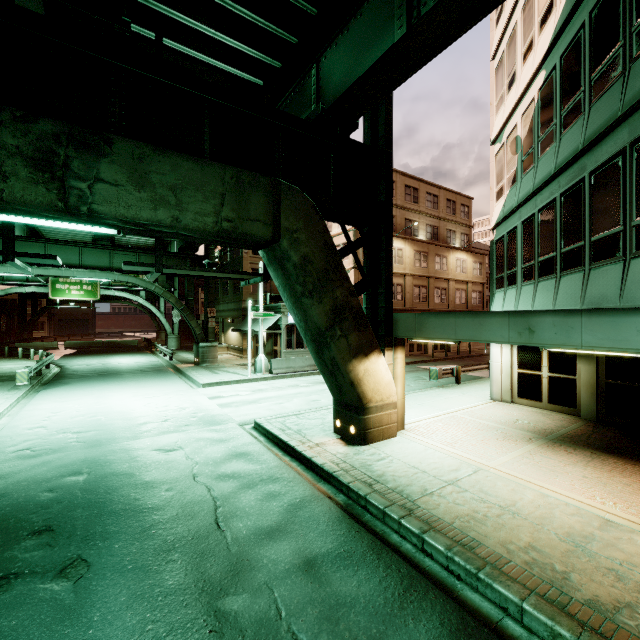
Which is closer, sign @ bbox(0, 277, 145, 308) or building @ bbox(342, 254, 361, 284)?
building @ bbox(342, 254, 361, 284)

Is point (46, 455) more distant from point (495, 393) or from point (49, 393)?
point (495, 393)

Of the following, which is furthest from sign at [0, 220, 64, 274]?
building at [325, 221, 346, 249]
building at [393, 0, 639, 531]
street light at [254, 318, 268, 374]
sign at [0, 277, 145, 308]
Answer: sign at [0, 277, 145, 308]

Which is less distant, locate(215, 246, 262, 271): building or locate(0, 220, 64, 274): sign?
locate(0, 220, 64, 274): sign

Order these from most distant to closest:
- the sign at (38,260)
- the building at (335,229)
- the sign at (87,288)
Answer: the sign at (87,288)
the building at (335,229)
the sign at (38,260)

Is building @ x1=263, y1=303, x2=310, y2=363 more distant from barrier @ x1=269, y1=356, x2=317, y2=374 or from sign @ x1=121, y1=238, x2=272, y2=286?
sign @ x1=121, y1=238, x2=272, y2=286

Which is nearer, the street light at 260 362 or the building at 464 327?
Answer: the building at 464 327

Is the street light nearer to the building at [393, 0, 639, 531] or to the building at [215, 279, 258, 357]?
the building at [215, 279, 258, 357]
